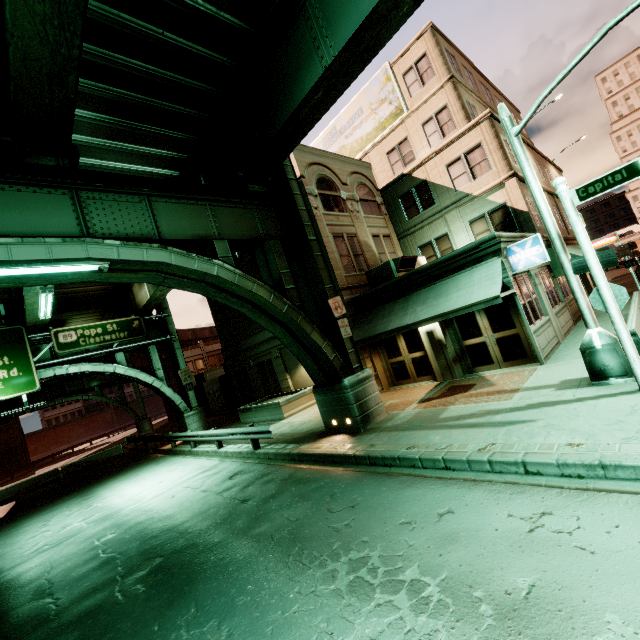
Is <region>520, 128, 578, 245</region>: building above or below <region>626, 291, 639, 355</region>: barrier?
above

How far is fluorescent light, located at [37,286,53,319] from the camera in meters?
11.5

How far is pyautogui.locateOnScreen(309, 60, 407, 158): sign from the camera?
20.8 meters

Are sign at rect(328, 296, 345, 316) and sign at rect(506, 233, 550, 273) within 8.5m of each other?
yes

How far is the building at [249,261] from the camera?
20.53m

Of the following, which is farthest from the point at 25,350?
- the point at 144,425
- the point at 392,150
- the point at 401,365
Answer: the point at 392,150

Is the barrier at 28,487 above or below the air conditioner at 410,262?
below

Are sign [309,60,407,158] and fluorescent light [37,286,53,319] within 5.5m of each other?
no
